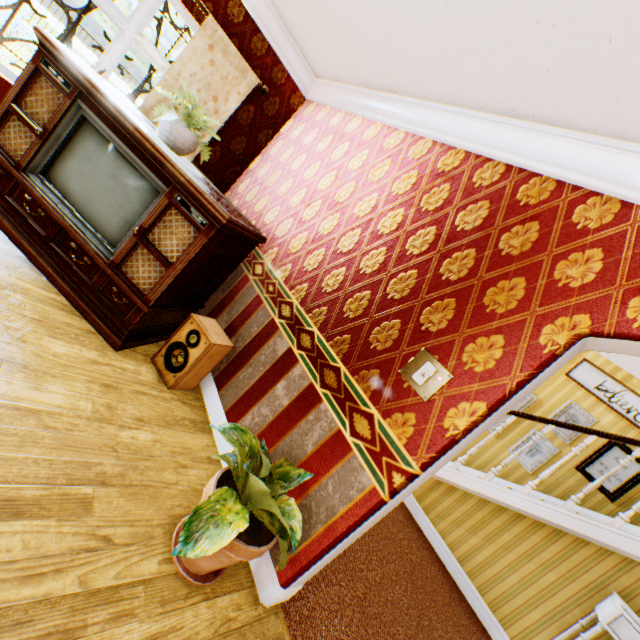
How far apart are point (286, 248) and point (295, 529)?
2.38m

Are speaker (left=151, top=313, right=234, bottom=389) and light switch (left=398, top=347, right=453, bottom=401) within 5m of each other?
yes

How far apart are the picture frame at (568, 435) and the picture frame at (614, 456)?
0.25m

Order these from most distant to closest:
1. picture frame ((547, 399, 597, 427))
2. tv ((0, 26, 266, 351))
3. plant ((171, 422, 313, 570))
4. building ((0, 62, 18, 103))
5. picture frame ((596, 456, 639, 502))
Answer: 1. picture frame ((547, 399, 597, 427))
2. picture frame ((596, 456, 639, 502))
3. building ((0, 62, 18, 103))
4. tv ((0, 26, 266, 351))
5. plant ((171, 422, 313, 570))

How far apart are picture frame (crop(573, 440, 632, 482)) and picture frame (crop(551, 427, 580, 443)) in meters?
0.3 m

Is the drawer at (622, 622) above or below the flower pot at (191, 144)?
below

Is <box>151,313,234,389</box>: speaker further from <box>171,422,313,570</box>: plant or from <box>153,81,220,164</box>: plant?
<box>153,81,220,164</box>: plant

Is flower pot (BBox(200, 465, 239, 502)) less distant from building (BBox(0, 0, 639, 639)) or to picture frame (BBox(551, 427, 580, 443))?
building (BBox(0, 0, 639, 639))
